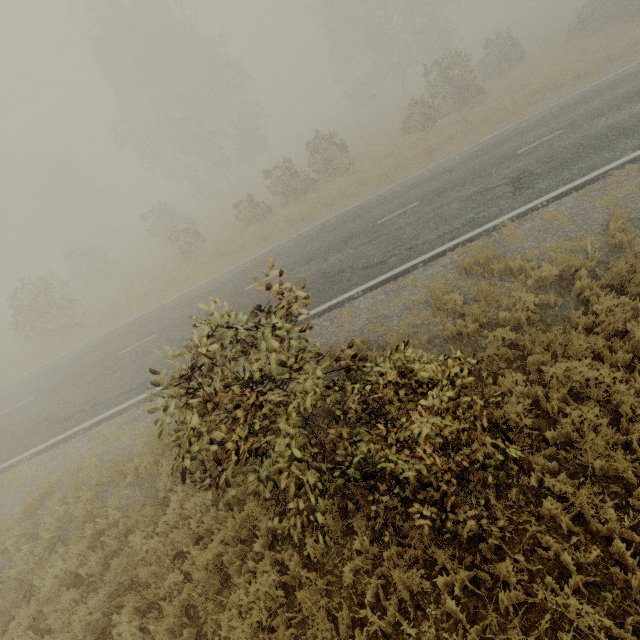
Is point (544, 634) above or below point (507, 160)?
below

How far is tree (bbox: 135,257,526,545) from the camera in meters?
3.6

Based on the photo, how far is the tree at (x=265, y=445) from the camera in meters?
3.6
